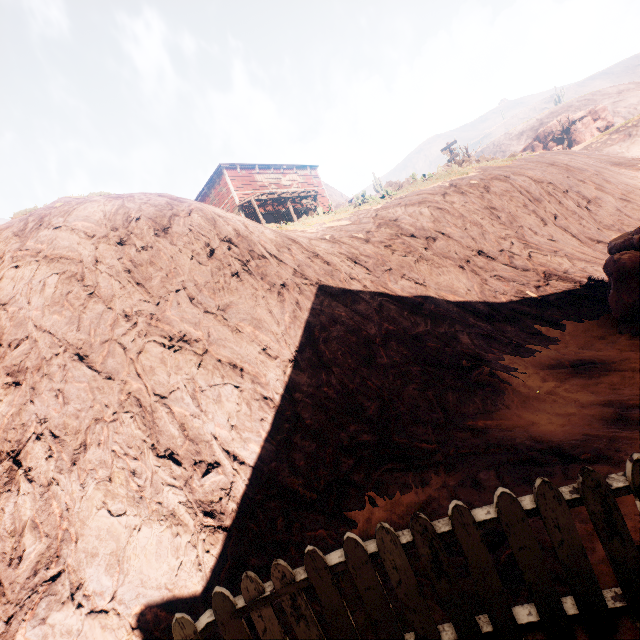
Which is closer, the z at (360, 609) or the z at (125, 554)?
the z at (360, 609)

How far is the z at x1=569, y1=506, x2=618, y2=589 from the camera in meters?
2.2 m

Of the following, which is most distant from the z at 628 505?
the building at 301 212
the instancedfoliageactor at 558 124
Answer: the instancedfoliageactor at 558 124

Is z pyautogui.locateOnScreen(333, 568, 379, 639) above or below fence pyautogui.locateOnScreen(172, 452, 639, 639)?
below

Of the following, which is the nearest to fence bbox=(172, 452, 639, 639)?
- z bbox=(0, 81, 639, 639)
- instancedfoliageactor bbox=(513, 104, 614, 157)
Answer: z bbox=(0, 81, 639, 639)

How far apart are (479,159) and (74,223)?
17.5 meters
